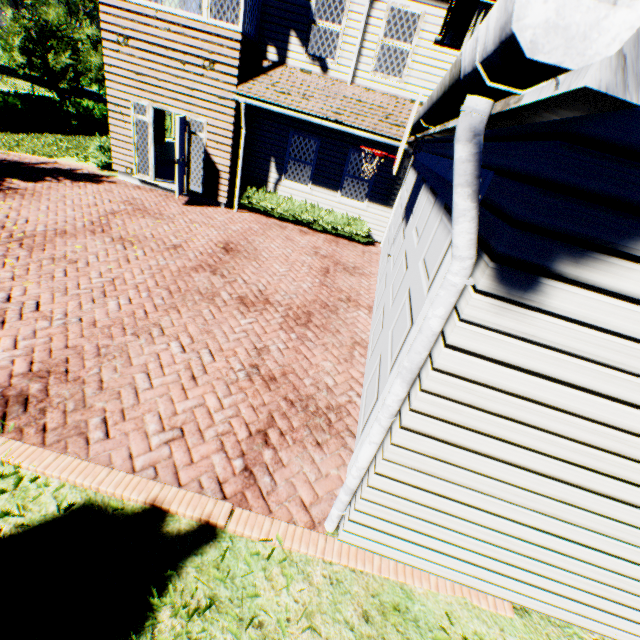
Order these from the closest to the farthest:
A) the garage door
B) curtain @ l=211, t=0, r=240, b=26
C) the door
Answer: the garage door
curtain @ l=211, t=0, r=240, b=26
the door

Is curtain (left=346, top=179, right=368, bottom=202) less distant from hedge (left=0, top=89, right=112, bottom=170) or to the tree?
hedge (left=0, top=89, right=112, bottom=170)

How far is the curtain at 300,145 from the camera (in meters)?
10.71

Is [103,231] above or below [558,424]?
below

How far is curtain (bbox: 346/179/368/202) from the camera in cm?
1101

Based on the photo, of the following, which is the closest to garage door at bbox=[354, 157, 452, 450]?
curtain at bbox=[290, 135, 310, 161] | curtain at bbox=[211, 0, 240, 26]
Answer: curtain at bbox=[290, 135, 310, 161]

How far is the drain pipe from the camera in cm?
130

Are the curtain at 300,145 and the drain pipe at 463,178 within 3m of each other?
no
